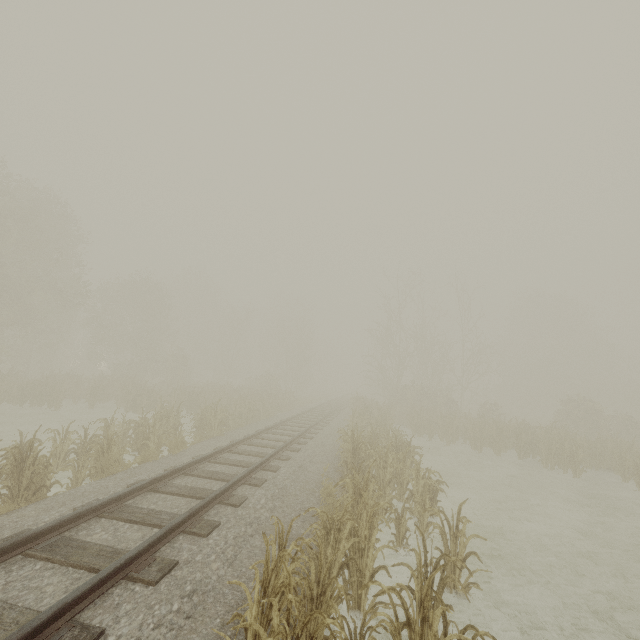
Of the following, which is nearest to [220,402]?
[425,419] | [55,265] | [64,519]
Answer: [425,419]
